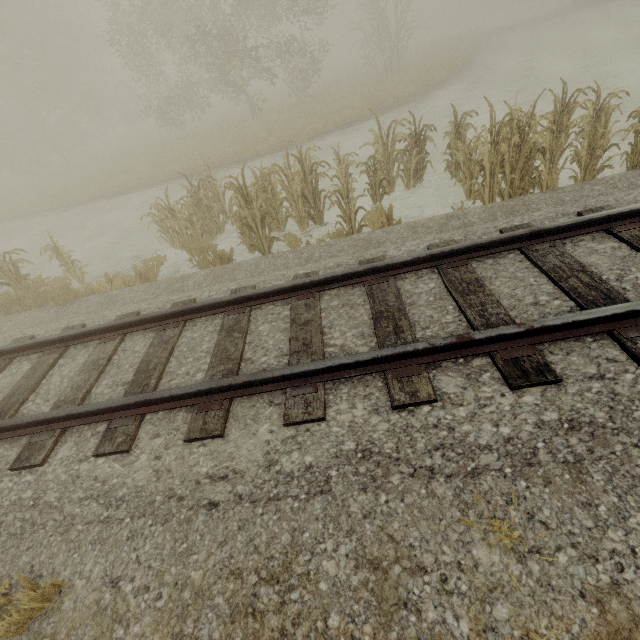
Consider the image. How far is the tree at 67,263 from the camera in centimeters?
760cm

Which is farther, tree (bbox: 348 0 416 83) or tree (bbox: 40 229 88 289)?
tree (bbox: 348 0 416 83)

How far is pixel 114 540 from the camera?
2.7 meters

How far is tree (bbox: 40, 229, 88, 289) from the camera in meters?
7.6

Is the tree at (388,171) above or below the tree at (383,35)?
below

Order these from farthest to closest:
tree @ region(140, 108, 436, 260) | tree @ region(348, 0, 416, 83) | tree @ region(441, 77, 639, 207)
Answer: tree @ region(348, 0, 416, 83) → tree @ region(140, 108, 436, 260) → tree @ region(441, 77, 639, 207)

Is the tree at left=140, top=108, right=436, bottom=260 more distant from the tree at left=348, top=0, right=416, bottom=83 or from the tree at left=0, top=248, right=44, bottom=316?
the tree at left=348, top=0, right=416, bottom=83
